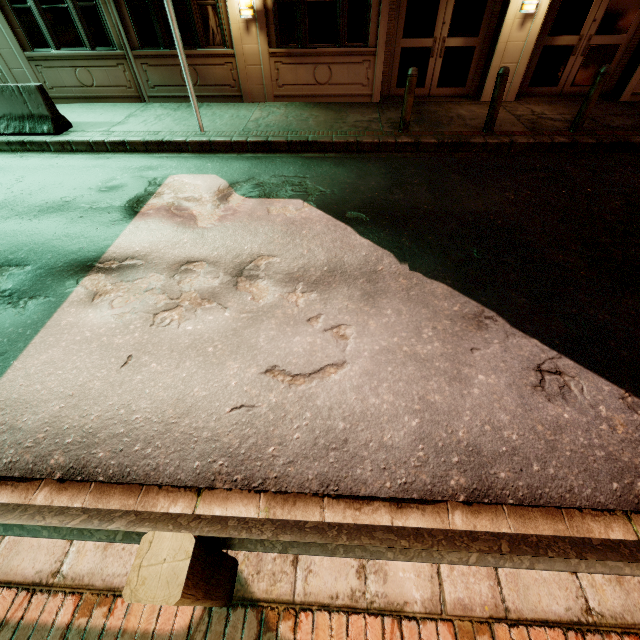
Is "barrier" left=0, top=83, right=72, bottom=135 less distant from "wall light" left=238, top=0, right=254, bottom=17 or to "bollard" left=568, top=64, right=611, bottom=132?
"wall light" left=238, top=0, right=254, bottom=17

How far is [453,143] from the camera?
7.39m

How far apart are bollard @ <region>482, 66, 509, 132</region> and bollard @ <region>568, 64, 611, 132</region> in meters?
1.7

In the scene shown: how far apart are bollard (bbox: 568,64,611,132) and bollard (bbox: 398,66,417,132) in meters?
3.7 m

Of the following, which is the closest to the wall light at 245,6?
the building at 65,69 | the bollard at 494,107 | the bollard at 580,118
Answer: the building at 65,69

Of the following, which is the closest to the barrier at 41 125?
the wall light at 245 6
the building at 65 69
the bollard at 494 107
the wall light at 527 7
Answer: the building at 65 69

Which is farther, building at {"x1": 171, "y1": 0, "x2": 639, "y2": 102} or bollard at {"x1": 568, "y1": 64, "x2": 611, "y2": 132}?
building at {"x1": 171, "y1": 0, "x2": 639, "y2": 102}

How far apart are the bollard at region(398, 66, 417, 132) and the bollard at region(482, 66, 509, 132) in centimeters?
169cm
